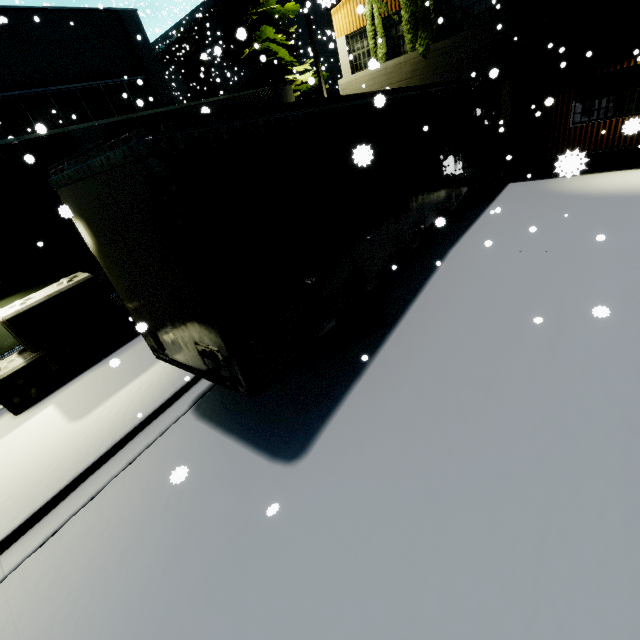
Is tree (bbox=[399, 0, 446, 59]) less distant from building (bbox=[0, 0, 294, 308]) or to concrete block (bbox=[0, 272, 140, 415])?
building (bbox=[0, 0, 294, 308])

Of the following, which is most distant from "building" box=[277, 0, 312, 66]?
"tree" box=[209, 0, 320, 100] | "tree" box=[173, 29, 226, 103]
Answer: "tree" box=[173, 29, 226, 103]

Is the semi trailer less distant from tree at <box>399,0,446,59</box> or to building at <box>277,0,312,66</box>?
building at <box>277,0,312,66</box>

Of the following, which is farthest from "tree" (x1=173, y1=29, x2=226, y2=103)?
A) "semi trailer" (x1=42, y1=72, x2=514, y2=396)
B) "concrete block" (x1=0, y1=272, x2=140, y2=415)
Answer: "concrete block" (x1=0, y1=272, x2=140, y2=415)

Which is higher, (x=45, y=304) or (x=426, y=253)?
(x=45, y=304)

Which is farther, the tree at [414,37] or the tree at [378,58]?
the tree at [378,58]

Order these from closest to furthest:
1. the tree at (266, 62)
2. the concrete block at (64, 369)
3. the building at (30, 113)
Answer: the concrete block at (64, 369)
the building at (30, 113)
the tree at (266, 62)

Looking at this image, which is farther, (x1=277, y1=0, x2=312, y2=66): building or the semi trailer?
(x1=277, y1=0, x2=312, y2=66): building
